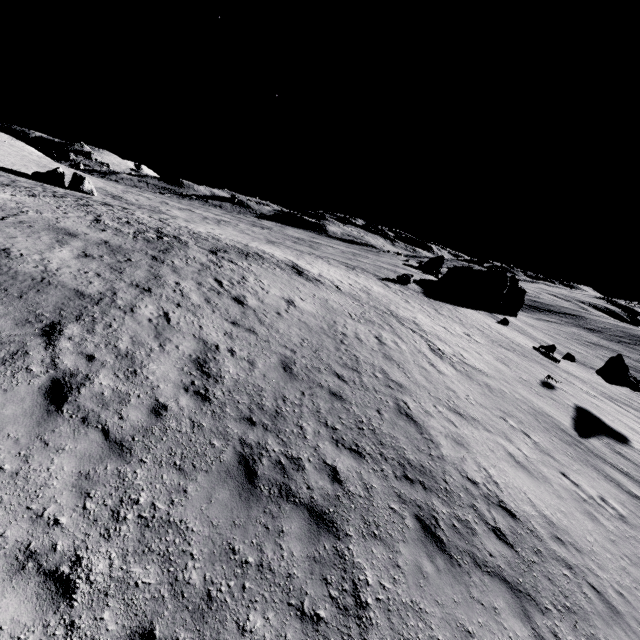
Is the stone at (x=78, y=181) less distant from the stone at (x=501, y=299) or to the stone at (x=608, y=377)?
the stone at (x=501, y=299)

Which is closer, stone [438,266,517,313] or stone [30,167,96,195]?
stone [30,167,96,195]

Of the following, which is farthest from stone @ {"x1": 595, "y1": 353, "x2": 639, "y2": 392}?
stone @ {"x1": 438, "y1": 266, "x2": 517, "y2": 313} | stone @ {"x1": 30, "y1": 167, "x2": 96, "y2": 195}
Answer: stone @ {"x1": 30, "y1": 167, "x2": 96, "y2": 195}

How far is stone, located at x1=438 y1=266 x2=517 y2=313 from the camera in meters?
52.6 m

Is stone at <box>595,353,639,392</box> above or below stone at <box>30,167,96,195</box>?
below

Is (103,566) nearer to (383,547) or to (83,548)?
(83,548)

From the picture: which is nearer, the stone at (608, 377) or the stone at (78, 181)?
the stone at (608, 377)
